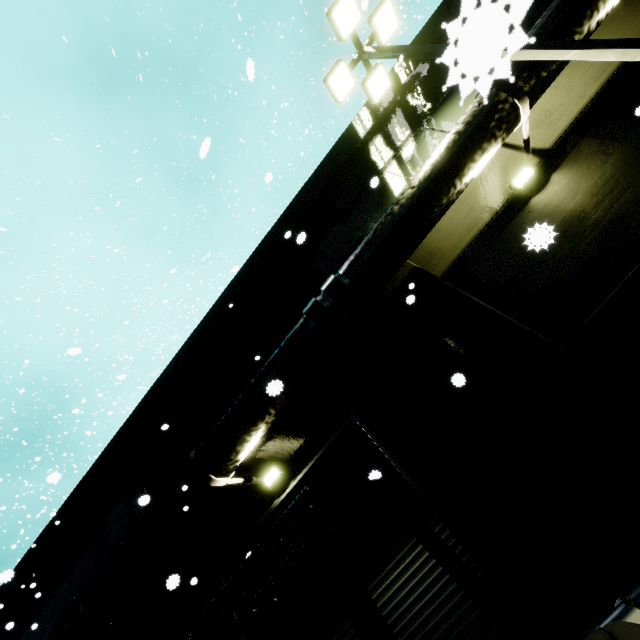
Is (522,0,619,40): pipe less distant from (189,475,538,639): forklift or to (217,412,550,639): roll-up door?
(217,412,550,639): roll-up door

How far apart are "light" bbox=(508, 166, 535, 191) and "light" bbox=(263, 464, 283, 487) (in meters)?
8.13

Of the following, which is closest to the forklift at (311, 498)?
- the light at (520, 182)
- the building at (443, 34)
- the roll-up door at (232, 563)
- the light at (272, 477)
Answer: the roll-up door at (232, 563)

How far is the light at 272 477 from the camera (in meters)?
7.50

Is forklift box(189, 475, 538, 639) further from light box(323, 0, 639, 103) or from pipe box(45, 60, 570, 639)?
light box(323, 0, 639, 103)

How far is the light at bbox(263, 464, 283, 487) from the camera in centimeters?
750cm

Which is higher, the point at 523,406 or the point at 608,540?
the point at 523,406
